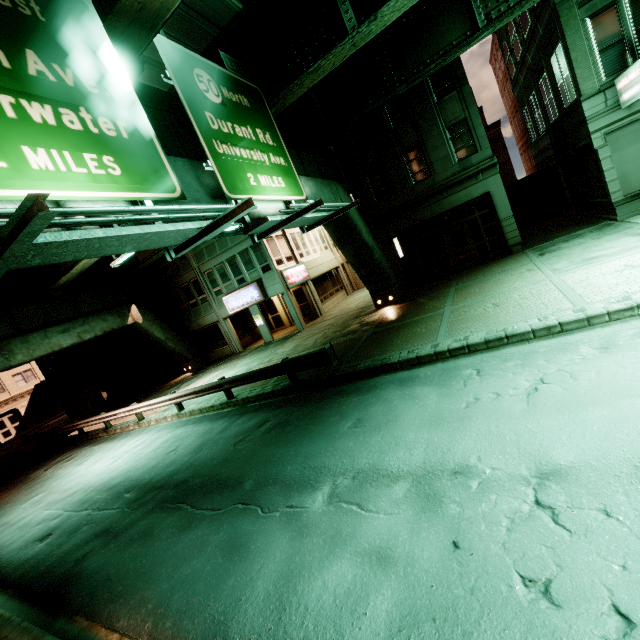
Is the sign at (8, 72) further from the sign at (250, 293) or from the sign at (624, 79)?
the sign at (250, 293)

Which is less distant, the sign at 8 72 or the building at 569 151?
the sign at 8 72

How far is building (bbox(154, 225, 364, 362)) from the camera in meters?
23.0

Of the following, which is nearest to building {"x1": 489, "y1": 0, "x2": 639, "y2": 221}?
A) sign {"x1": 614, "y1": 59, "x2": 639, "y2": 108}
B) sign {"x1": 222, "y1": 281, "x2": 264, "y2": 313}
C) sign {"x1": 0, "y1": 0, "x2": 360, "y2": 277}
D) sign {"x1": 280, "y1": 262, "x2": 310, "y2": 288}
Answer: sign {"x1": 614, "y1": 59, "x2": 639, "y2": 108}

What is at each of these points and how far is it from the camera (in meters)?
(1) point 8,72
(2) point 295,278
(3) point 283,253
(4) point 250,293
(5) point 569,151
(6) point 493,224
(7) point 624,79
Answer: (1) sign, 4.25
(2) sign, 23.75
(3) building, 23.94
(4) sign, 23.20
(5) building, 16.81
(6) building, 17.47
(7) sign, 12.06

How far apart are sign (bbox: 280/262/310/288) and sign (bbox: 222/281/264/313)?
1.7m

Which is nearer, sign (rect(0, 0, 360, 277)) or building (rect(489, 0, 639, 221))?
sign (rect(0, 0, 360, 277))

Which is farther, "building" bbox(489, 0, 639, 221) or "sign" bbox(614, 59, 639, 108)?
"building" bbox(489, 0, 639, 221)
